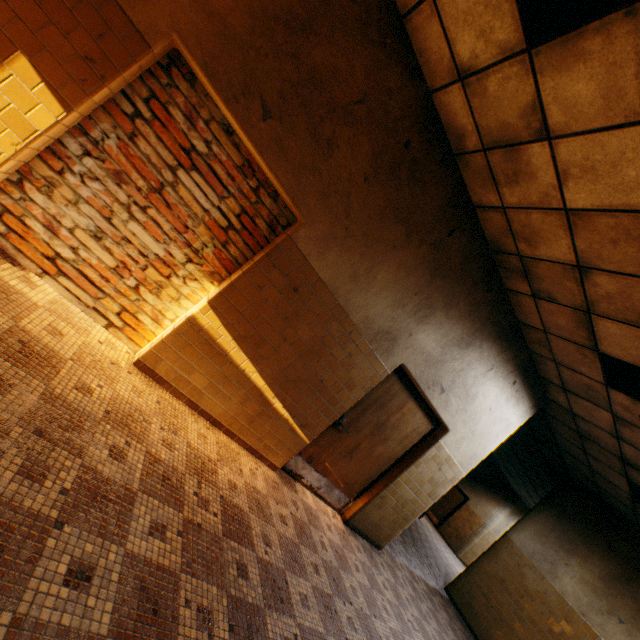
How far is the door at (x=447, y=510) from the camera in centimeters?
1608cm

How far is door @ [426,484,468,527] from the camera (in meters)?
16.08

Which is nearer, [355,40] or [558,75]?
[558,75]

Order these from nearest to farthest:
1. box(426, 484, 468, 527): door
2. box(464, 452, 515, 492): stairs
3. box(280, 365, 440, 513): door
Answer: box(280, 365, 440, 513): door, box(464, 452, 515, 492): stairs, box(426, 484, 468, 527): door

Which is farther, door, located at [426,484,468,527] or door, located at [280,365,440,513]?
door, located at [426,484,468,527]

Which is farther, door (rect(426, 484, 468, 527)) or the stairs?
door (rect(426, 484, 468, 527))

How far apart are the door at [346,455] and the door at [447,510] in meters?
14.1

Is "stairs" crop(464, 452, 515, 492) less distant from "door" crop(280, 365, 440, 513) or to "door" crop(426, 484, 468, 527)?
"door" crop(426, 484, 468, 527)
